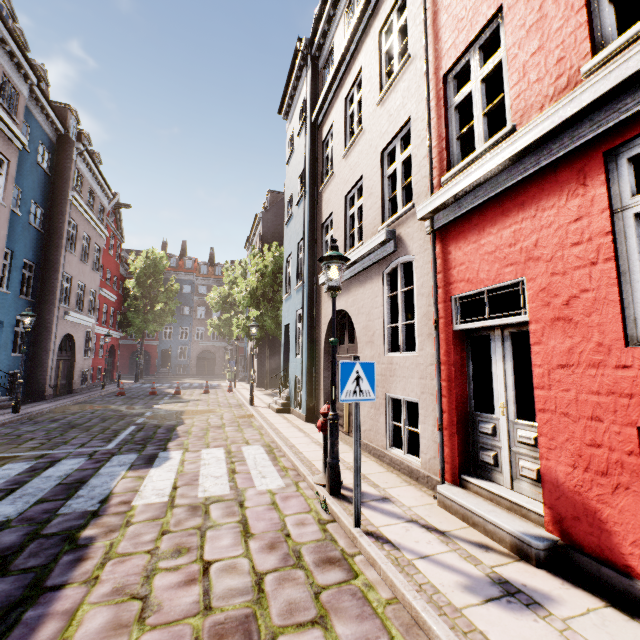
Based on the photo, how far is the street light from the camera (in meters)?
4.69

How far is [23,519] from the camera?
4.1m

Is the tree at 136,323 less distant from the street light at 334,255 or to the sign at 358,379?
the street light at 334,255

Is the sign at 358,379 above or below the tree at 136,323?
below

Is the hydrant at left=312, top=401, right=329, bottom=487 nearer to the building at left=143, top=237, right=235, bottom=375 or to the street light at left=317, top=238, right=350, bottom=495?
the street light at left=317, top=238, right=350, bottom=495

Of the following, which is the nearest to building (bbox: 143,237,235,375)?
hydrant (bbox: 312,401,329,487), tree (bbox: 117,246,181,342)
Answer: hydrant (bbox: 312,401,329,487)

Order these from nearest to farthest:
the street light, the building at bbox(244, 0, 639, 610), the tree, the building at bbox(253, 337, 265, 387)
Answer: the building at bbox(244, 0, 639, 610) < the street light < the building at bbox(253, 337, 265, 387) < the tree

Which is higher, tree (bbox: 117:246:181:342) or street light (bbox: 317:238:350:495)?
tree (bbox: 117:246:181:342)
